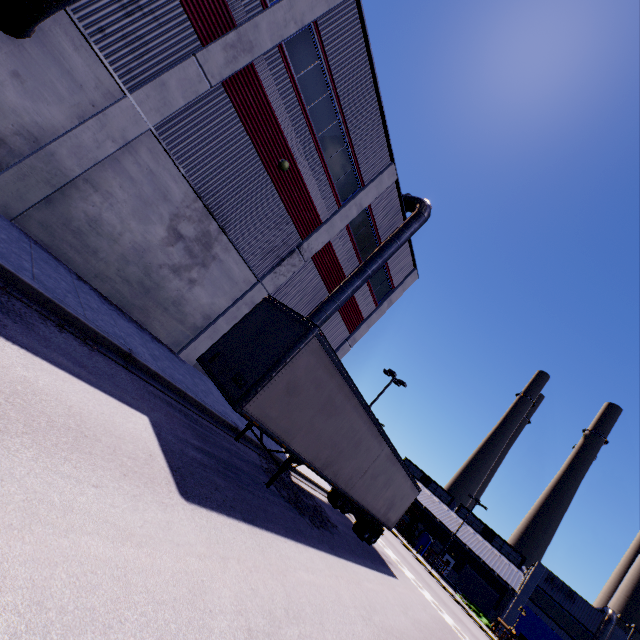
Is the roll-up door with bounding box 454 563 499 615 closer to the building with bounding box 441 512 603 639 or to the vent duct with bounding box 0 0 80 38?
the building with bounding box 441 512 603 639

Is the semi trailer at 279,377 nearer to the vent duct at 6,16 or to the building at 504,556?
the building at 504,556

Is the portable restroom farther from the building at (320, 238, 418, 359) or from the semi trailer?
the semi trailer

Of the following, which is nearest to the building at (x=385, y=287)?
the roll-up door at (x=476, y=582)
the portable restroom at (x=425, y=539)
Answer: the roll-up door at (x=476, y=582)

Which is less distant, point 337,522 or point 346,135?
point 337,522

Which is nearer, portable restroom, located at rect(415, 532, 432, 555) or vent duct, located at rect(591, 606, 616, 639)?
vent duct, located at rect(591, 606, 616, 639)

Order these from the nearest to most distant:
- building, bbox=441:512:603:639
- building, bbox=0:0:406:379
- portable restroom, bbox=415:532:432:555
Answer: building, bbox=0:0:406:379, building, bbox=441:512:603:639, portable restroom, bbox=415:532:432:555

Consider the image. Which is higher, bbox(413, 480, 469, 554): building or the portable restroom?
bbox(413, 480, 469, 554): building
